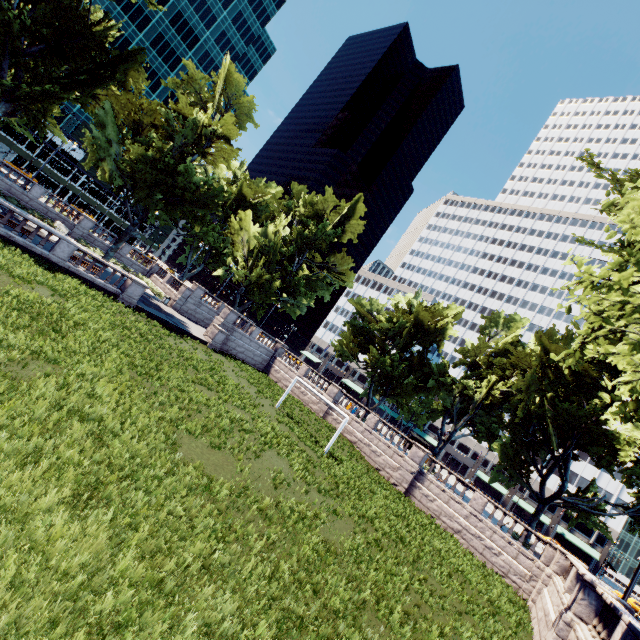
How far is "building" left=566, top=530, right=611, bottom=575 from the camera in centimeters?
5806cm

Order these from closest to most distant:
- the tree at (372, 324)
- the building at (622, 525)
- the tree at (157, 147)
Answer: the tree at (372, 324) < the tree at (157, 147) < the building at (622, 525)

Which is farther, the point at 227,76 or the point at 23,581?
the point at 227,76

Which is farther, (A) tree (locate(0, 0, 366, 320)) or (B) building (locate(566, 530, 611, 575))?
(B) building (locate(566, 530, 611, 575))

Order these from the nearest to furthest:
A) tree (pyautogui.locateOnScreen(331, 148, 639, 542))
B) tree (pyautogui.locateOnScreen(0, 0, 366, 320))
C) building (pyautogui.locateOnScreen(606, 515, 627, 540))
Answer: tree (pyautogui.locateOnScreen(331, 148, 639, 542)), tree (pyautogui.locateOnScreen(0, 0, 366, 320)), building (pyautogui.locateOnScreen(606, 515, 627, 540))

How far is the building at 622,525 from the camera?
58.69m
